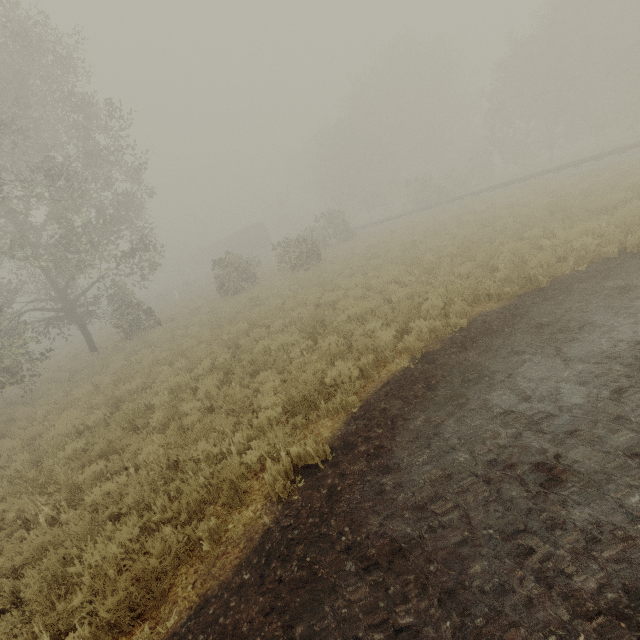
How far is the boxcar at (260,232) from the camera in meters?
47.4

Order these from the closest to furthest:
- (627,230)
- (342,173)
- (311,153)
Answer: (627,230) < (342,173) < (311,153)

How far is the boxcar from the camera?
47.4 meters
